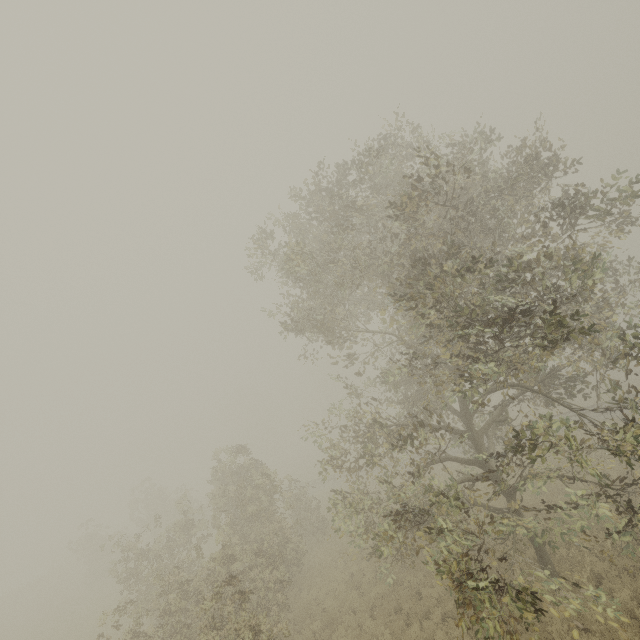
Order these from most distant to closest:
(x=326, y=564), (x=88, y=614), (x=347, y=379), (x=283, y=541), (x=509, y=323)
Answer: (x=88, y=614), (x=326, y=564), (x=283, y=541), (x=347, y=379), (x=509, y=323)
